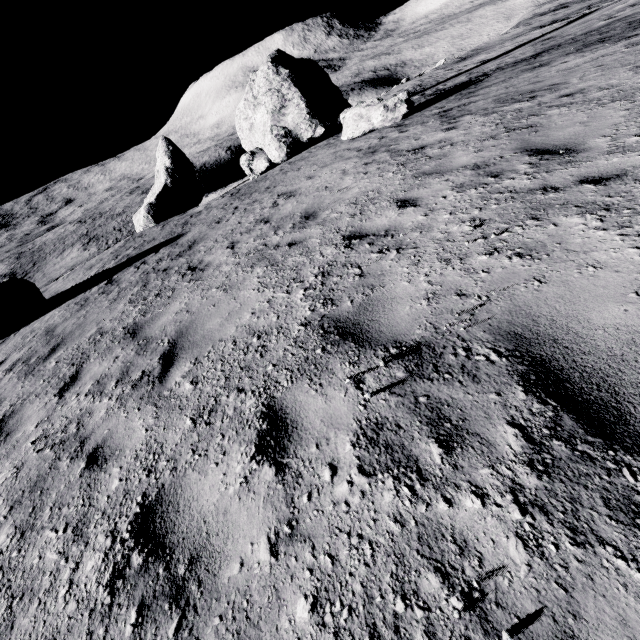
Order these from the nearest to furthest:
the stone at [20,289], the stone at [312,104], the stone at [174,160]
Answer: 1. the stone at [20,289]
2. the stone at [312,104]
3. the stone at [174,160]

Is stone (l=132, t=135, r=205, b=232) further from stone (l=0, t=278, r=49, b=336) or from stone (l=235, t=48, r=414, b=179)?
stone (l=0, t=278, r=49, b=336)

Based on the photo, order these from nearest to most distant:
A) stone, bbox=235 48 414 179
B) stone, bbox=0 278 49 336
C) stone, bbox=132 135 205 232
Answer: stone, bbox=0 278 49 336 → stone, bbox=235 48 414 179 → stone, bbox=132 135 205 232

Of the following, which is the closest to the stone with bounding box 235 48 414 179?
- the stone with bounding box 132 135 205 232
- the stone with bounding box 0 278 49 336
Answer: the stone with bounding box 132 135 205 232

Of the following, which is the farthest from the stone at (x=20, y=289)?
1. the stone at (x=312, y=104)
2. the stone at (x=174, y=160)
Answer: the stone at (x=174, y=160)

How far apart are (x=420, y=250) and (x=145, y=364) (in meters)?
3.82

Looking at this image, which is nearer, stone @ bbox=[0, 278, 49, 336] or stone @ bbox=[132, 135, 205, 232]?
stone @ bbox=[0, 278, 49, 336]
